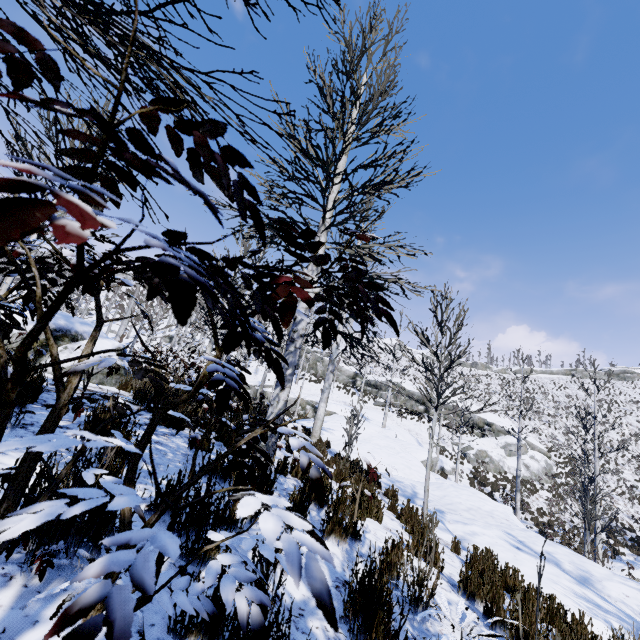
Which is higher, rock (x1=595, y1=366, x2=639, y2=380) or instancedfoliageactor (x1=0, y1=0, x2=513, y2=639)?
rock (x1=595, y1=366, x2=639, y2=380)

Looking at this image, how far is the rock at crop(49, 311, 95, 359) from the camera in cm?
710

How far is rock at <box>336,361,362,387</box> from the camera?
44.0 meters

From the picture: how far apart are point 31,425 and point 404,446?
17.6 meters

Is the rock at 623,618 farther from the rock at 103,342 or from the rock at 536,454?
the rock at 536,454

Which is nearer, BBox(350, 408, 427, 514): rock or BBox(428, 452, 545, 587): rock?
BBox(428, 452, 545, 587): rock

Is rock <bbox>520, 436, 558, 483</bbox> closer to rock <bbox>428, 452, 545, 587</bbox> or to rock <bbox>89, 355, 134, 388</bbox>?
rock <bbox>428, 452, 545, 587</bbox>

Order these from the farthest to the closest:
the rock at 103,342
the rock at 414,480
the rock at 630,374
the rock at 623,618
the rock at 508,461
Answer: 1. the rock at 630,374
2. the rock at 508,461
3. the rock at 414,480
4. the rock at 103,342
5. the rock at 623,618
